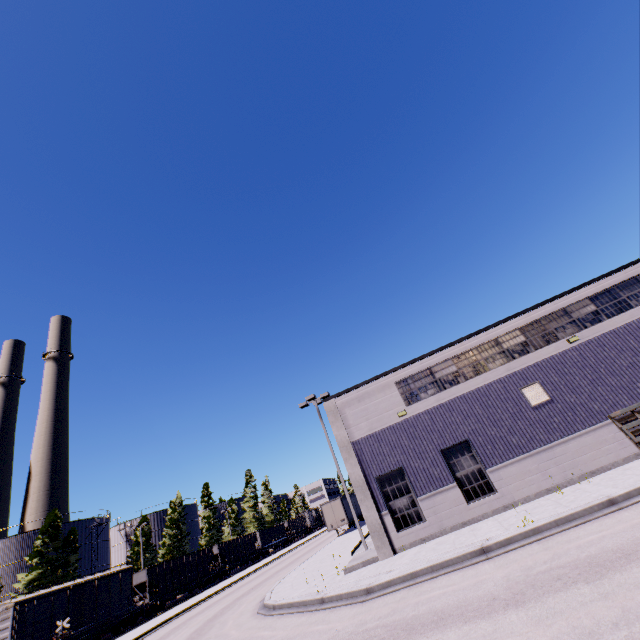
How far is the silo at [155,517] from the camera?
57.8 meters

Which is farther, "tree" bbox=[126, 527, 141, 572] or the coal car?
"tree" bbox=[126, 527, 141, 572]

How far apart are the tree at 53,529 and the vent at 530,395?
51.80m

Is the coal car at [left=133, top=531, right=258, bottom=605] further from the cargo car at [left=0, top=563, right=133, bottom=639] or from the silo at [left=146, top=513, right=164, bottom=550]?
the silo at [left=146, top=513, right=164, bottom=550]

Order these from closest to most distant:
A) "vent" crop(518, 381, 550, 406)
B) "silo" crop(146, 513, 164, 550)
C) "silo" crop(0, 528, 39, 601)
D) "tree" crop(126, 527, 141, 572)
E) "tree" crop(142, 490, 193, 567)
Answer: "vent" crop(518, 381, 550, 406)
"silo" crop(0, 528, 39, 601)
"tree" crop(126, 527, 141, 572)
"tree" crop(142, 490, 193, 567)
"silo" crop(146, 513, 164, 550)

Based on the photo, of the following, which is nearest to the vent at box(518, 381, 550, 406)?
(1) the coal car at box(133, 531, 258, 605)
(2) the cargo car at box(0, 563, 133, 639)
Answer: (1) the coal car at box(133, 531, 258, 605)

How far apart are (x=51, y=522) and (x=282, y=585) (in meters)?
Result: 37.55

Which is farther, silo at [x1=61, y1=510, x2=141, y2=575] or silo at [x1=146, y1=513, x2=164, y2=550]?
silo at [x1=146, y1=513, x2=164, y2=550]
